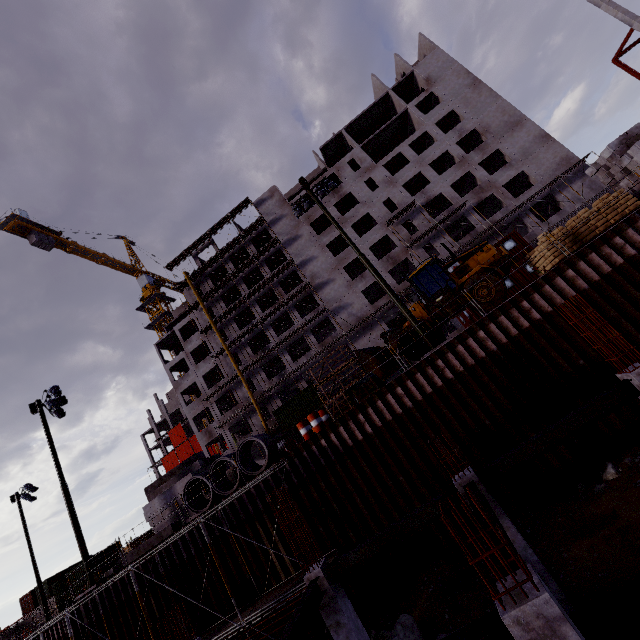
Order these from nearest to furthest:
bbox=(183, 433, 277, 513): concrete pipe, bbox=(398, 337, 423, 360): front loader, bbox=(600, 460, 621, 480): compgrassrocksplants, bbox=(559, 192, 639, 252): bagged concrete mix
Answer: bbox=(600, 460, 621, 480): compgrassrocksplants
bbox=(559, 192, 639, 252): bagged concrete mix
bbox=(183, 433, 277, 513): concrete pipe
bbox=(398, 337, 423, 360): front loader

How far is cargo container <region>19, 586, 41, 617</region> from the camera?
41.9 meters

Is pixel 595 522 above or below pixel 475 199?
below

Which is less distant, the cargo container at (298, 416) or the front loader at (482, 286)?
the front loader at (482, 286)

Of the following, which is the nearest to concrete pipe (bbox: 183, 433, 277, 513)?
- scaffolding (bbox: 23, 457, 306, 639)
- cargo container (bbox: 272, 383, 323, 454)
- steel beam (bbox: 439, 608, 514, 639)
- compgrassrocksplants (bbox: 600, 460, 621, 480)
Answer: scaffolding (bbox: 23, 457, 306, 639)

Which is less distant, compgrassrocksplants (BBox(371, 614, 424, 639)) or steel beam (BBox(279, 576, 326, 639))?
steel beam (BBox(279, 576, 326, 639))

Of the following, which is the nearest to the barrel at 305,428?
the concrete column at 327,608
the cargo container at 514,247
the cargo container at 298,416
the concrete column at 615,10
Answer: the concrete column at 327,608

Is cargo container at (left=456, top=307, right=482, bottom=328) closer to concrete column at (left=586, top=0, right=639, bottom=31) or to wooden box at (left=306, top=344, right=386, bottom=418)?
wooden box at (left=306, top=344, right=386, bottom=418)
